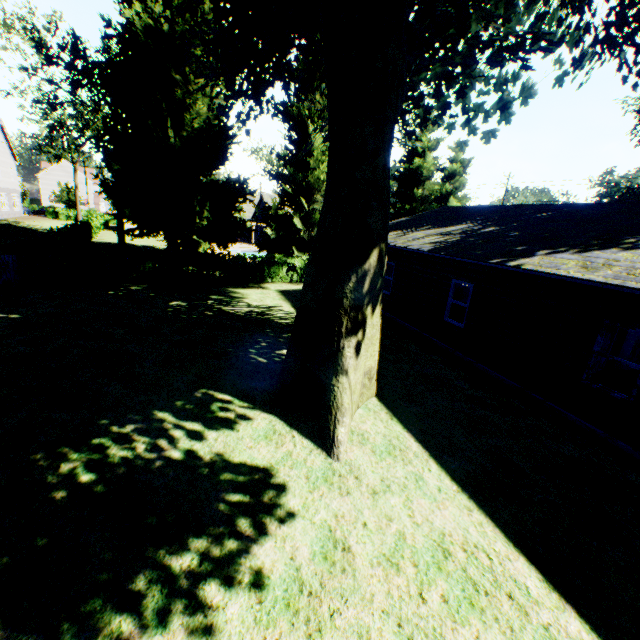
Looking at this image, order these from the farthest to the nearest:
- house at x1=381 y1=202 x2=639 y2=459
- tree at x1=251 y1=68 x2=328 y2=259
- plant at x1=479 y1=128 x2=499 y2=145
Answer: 1. tree at x1=251 y1=68 x2=328 y2=259
2. plant at x1=479 y1=128 x2=499 y2=145
3. house at x1=381 y1=202 x2=639 y2=459

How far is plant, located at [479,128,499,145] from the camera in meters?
12.1

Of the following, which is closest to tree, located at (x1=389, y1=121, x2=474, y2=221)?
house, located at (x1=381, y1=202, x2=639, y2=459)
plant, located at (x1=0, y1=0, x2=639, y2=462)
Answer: plant, located at (x1=0, y1=0, x2=639, y2=462)

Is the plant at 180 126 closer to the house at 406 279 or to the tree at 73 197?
the tree at 73 197

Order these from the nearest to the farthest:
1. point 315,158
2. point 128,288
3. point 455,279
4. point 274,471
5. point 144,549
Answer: point 144,549, point 274,471, point 455,279, point 128,288, point 315,158

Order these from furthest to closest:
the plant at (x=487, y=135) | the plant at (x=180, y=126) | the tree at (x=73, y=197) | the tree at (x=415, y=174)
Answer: the tree at (x=73, y=197), the tree at (x=415, y=174), the plant at (x=487, y=135), the plant at (x=180, y=126)
